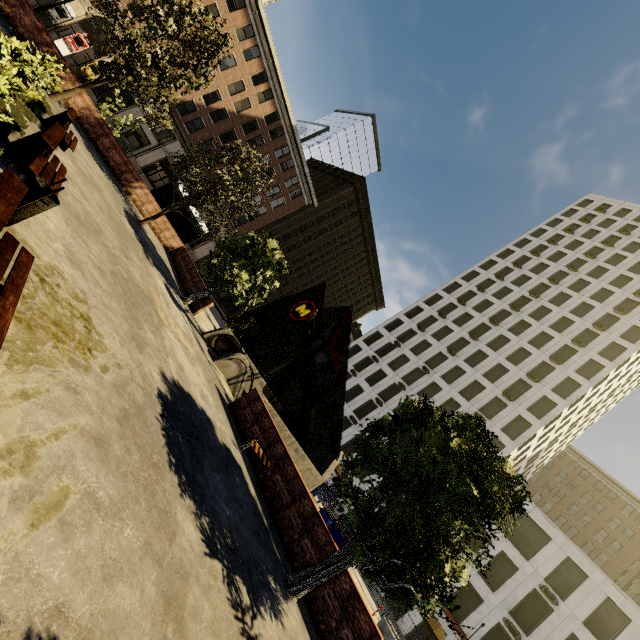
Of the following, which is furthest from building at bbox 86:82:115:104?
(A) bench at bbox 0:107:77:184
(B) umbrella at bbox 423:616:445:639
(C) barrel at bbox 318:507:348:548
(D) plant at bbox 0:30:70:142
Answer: (B) umbrella at bbox 423:616:445:639

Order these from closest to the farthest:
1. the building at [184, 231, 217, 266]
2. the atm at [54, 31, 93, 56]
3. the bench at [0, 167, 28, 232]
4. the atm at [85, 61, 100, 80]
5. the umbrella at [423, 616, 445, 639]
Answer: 1. the bench at [0, 167, 28, 232]
2. the umbrella at [423, 616, 445, 639]
3. the atm at [54, 31, 93, 56]
4. the atm at [85, 61, 100, 80]
5. the building at [184, 231, 217, 266]

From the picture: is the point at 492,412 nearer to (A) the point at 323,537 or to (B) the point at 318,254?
(B) the point at 318,254

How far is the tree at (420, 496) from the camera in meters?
5.9 m

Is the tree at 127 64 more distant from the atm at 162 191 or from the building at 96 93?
the building at 96 93

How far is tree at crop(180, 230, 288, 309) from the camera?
15.5m

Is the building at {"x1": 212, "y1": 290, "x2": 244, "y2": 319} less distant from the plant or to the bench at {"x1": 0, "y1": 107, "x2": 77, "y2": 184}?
the plant

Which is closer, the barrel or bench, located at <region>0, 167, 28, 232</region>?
bench, located at <region>0, 167, 28, 232</region>
